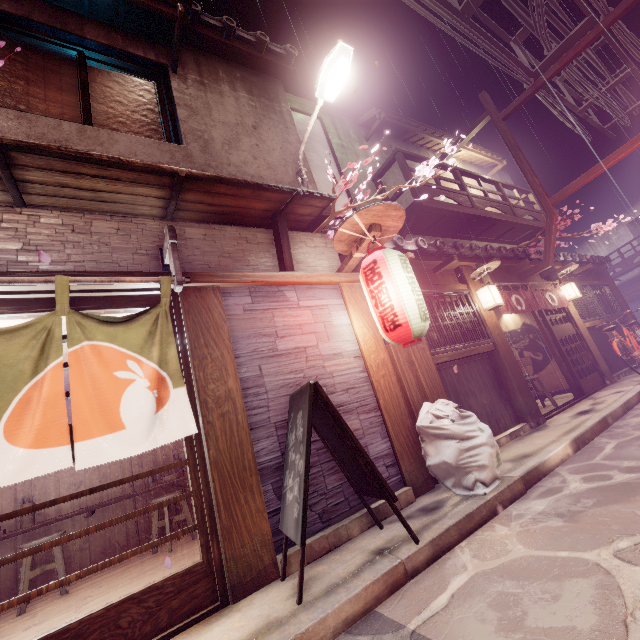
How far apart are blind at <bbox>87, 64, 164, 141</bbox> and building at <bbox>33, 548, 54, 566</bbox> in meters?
10.6 m

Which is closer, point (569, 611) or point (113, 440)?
point (569, 611)

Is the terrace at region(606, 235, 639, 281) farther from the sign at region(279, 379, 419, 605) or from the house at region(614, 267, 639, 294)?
the sign at region(279, 379, 419, 605)

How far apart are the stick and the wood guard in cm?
210

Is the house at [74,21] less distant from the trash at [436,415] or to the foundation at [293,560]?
the foundation at [293,560]

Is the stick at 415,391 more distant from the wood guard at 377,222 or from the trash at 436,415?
the wood guard at 377,222

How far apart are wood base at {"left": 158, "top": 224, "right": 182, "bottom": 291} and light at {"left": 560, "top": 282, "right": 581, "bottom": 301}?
16.92m

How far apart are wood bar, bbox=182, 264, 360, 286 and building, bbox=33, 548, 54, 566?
8.0m
